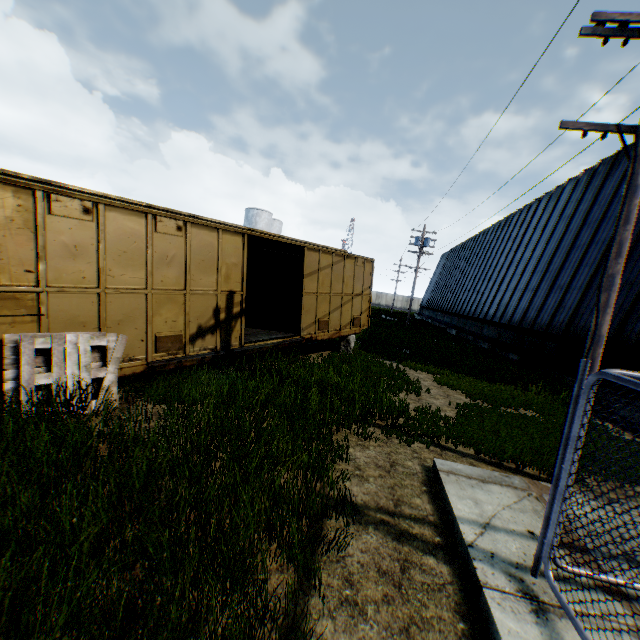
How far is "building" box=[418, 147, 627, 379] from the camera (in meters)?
14.15

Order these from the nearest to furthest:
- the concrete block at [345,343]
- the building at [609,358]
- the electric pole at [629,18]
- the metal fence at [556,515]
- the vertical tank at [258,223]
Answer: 1. the metal fence at [556,515]
2. the electric pole at [629,18]
3. the building at [609,358]
4. the concrete block at [345,343]
5. the vertical tank at [258,223]

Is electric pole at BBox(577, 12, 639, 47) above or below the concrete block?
above

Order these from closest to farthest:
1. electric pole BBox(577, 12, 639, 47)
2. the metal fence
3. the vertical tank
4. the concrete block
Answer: the metal fence → electric pole BBox(577, 12, 639, 47) → the concrete block → the vertical tank

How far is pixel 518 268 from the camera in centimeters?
2186cm

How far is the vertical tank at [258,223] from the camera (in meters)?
47.00

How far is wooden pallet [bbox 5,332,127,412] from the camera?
4.82m

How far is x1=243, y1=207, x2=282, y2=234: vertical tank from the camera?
47.0m
